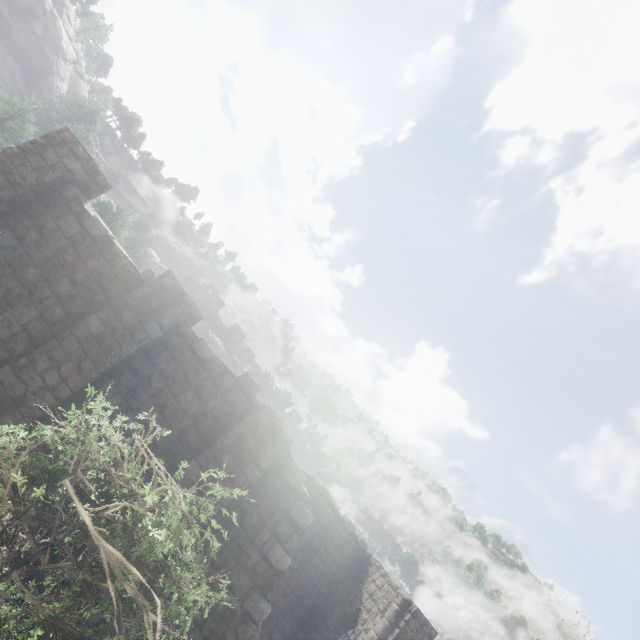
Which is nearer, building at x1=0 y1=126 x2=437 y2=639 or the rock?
building at x1=0 y1=126 x2=437 y2=639

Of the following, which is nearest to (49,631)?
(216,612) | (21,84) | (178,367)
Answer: (178,367)

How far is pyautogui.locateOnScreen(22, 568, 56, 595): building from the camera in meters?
6.5 m

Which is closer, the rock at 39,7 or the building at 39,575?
the building at 39,575

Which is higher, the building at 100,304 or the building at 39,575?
the building at 100,304

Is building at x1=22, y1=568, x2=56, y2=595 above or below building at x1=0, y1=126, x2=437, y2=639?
Answer: below

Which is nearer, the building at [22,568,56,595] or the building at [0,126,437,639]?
the building at [22,568,56,595]

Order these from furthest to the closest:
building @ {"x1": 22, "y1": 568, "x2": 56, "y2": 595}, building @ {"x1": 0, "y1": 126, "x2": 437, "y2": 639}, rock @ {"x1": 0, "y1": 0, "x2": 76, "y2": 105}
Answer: rock @ {"x1": 0, "y1": 0, "x2": 76, "y2": 105}, building @ {"x1": 0, "y1": 126, "x2": 437, "y2": 639}, building @ {"x1": 22, "y1": 568, "x2": 56, "y2": 595}
